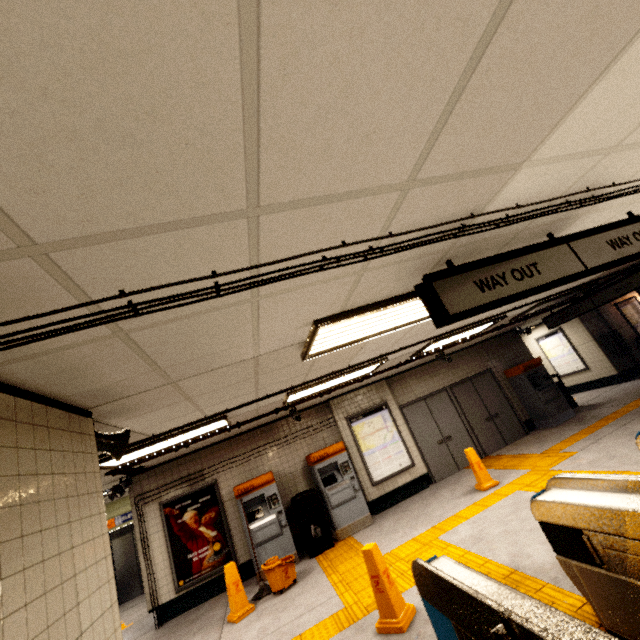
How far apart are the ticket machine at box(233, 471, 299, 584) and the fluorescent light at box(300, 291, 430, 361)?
4.8 meters

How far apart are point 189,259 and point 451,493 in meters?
7.9 m

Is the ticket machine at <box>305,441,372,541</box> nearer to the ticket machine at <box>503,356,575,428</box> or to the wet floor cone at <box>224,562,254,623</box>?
the wet floor cone at <box>224,562,254,623</box>

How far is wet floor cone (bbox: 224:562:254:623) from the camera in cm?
530

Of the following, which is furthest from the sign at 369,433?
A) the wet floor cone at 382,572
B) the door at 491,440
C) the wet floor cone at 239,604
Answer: the wet floor cone at 382,572

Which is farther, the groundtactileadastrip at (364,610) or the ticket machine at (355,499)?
the ticket machine at (355,499)

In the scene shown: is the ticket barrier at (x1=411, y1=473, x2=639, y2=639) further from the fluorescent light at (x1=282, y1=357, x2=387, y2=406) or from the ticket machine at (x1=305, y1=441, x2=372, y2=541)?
the ticket machine at (x1=305, y1=441, x2=372, y2=541)

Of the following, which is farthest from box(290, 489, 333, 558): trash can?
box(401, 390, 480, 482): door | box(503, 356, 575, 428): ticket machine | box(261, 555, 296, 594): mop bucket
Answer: box(503, 356, 575, 428): ticket machine
